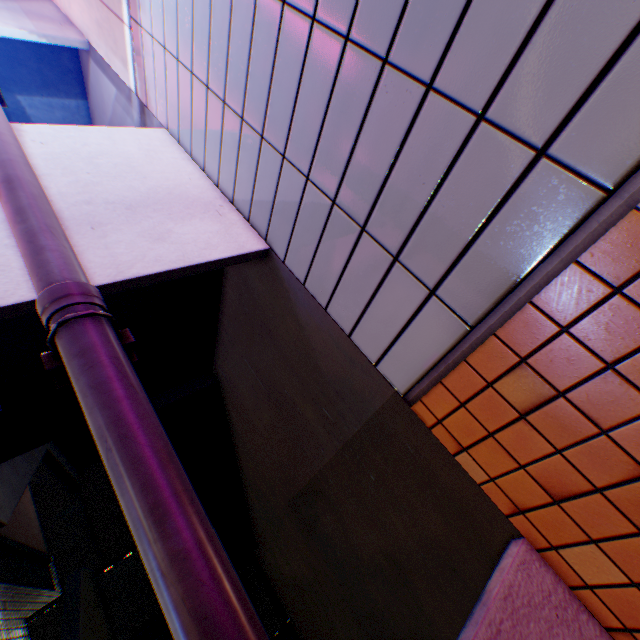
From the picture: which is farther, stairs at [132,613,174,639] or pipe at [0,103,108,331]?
stairs at [132,613,174,639]

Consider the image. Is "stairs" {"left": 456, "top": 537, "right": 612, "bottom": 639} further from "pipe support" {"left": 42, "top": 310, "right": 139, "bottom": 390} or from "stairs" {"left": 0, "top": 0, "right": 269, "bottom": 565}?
"pipe support" {"left": 42, "top": 310, "right": 139, "bottom": 390}

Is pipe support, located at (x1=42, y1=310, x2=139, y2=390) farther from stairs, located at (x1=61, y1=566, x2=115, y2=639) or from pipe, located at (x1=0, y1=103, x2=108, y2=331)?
stairs, located at (x1=61, y1=566, x2=115, y2=639)

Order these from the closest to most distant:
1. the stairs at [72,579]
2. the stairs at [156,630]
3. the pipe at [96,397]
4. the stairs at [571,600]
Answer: the pipe at [96,397] → the stairs at [571,600] → the stairs at [72,579] → the stairs at [156,630]

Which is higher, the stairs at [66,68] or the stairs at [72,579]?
the stairs at [66,68]

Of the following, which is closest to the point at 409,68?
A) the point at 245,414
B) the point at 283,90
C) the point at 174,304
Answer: the point at 283,90
